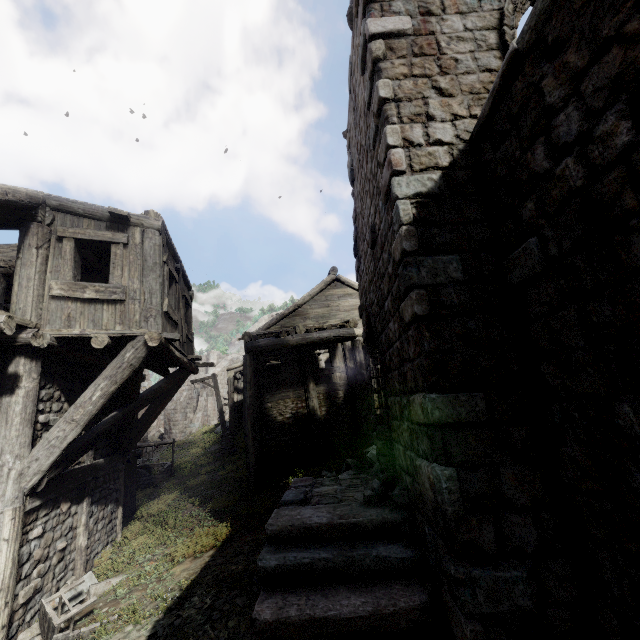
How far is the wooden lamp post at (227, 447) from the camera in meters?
18.4 m

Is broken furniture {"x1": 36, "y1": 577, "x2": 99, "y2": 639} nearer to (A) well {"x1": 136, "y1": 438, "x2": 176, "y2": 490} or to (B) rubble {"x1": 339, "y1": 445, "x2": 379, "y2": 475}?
(B) rubble {"x1": 339, "y1": 445, "x2": 379, "y2": 475}

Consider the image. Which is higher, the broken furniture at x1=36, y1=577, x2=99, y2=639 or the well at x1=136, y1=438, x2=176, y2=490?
the well at x1=136, y1=438, x2=176, y2=490

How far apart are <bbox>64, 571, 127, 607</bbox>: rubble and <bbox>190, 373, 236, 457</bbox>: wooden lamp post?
10.38m

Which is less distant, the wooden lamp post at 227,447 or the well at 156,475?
the well at 156,475

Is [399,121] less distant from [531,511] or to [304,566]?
[531,511]

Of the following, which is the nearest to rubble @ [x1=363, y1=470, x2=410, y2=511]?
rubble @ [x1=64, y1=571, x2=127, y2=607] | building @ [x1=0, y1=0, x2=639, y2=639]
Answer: building @ [x1=0, y1=0, x2=639, y2=639]

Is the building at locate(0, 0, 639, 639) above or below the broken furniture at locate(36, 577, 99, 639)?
above
